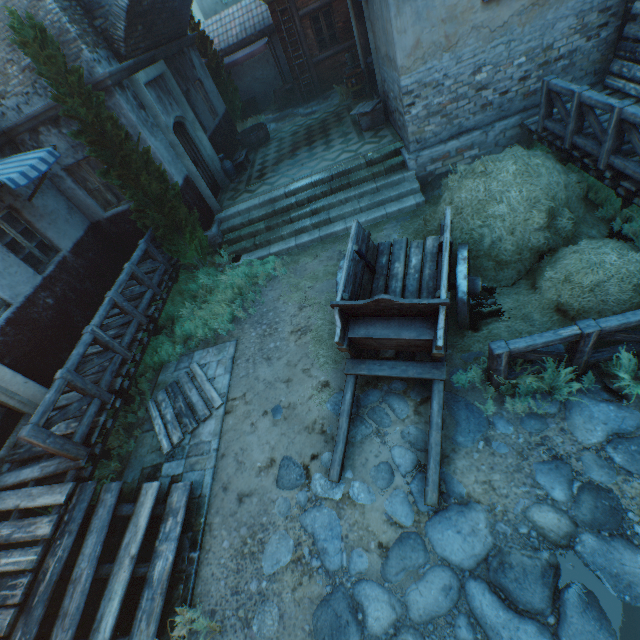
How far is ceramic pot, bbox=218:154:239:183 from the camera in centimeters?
1091cm

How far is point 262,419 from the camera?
5.7 meters

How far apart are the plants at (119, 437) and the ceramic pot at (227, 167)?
8.7 meters

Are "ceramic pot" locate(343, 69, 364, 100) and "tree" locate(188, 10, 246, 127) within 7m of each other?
yes

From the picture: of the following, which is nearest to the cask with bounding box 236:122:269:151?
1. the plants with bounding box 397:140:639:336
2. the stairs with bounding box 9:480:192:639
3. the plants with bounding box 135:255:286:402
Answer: the plants with bounding box 135:255:286:402

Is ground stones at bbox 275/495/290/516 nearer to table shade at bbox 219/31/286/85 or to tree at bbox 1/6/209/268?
tree at bbox 1/6/209/268

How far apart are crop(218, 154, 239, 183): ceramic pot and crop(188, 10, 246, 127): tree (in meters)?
5.41

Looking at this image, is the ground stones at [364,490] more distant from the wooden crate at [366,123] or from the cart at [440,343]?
the wooden crate at [366,123]
